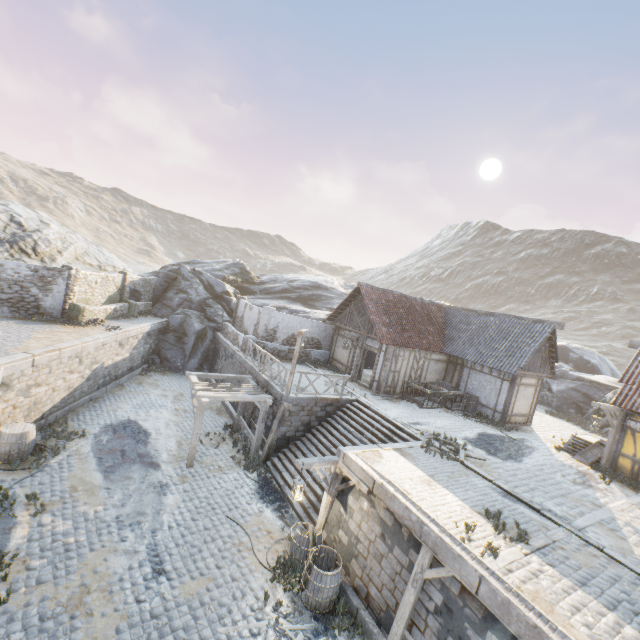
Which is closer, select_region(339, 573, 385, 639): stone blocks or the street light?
select_region(339, 573, 385, 639): stone blocks

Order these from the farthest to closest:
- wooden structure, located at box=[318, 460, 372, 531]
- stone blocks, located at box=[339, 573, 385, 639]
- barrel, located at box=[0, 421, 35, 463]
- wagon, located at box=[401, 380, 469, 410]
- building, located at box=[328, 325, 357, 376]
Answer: building, located at box=[328, 325, 357, 376] < wagon, located at box=[401, 380, 469, 410] < barrel, located at box=[0, 421, 35, 463] < wooden structure, located at box=[318, 460, 372, 531] < stone blocks, located at box=[339, 573, 385, 639]

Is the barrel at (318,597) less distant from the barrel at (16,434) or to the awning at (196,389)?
the awning at (196,389)

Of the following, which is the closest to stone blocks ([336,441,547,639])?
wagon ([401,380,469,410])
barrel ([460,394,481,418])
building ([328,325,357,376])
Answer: building ([328,325,357,376])

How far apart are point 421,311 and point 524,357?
6.59m

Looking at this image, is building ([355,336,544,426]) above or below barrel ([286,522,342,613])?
above

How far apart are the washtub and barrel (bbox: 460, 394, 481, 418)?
4.17m

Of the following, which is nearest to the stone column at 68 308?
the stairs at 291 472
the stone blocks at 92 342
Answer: the stone blocks at 92 342
